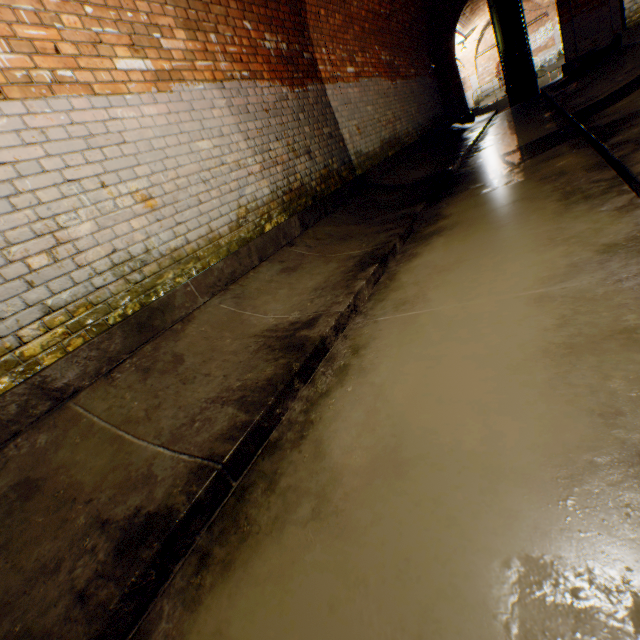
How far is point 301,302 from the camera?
2.7 meters

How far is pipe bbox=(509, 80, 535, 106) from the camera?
14.59m

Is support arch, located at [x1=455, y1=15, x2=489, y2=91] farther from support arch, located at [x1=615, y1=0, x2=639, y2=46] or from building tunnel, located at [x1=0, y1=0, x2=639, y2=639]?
support arch, located at [x1=615, y1=0, x2=639, y2=46]

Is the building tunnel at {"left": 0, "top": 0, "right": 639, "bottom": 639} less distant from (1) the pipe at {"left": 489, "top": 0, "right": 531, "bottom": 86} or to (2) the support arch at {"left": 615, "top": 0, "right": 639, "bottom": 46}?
(2) the support arch at {"left": 615, "top": 0, "right": 639, "bottom": 46}

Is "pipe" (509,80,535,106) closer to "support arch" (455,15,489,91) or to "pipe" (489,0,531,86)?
"pipe" (489,0,531,86)

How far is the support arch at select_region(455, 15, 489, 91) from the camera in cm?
2106

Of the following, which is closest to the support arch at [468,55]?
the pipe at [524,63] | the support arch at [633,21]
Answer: the pipe at [524,63]

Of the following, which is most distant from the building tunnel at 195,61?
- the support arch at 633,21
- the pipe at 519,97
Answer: the pipe at 519,97
